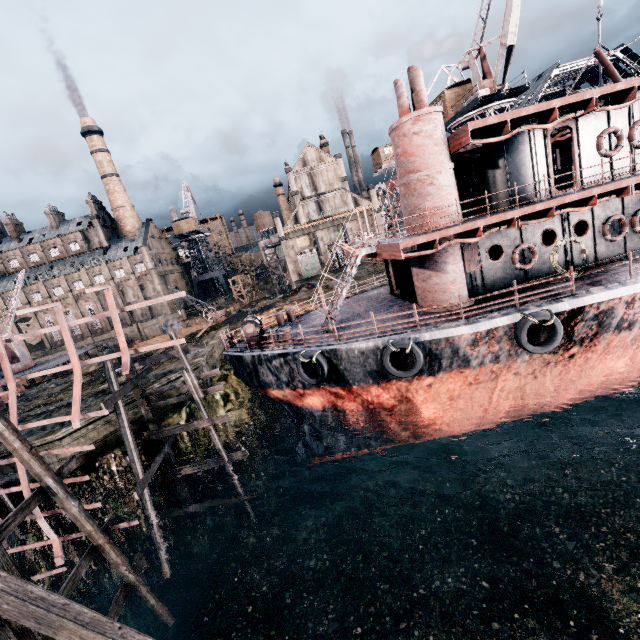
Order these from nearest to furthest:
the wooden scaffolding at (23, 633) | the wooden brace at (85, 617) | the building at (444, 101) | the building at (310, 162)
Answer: the wooden brace at (85, 617) → the wooden scaffolding at (23, 633) → the building at (444, 101) → the building at (310, 162)

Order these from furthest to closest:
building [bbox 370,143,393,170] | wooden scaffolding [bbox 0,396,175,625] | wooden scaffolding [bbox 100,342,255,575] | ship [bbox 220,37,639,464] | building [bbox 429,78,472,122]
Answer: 1. building [bbox 370,143,393,170]
2. building [bbox 429,78,472,122]
3. wooden scaffolding [bbox 100,342,255,575]
4. ship [bbox 220,37,639,464]
5. wooden scaffolding [bbox 0,396,175,625]

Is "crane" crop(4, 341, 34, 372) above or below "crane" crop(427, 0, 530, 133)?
below

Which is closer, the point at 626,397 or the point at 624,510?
the point at 624,510

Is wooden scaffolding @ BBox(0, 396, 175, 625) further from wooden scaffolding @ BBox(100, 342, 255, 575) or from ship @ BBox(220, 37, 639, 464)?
ship @ BBox(220, 37, 639, 464)

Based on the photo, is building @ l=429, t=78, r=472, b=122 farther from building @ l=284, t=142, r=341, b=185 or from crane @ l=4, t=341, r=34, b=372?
crane @ l=4, t=341, r=34, b=372

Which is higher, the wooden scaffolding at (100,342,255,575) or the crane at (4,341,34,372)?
the crane at (4,341,34,372)

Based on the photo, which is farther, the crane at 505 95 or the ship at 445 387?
the crane at 505 95
